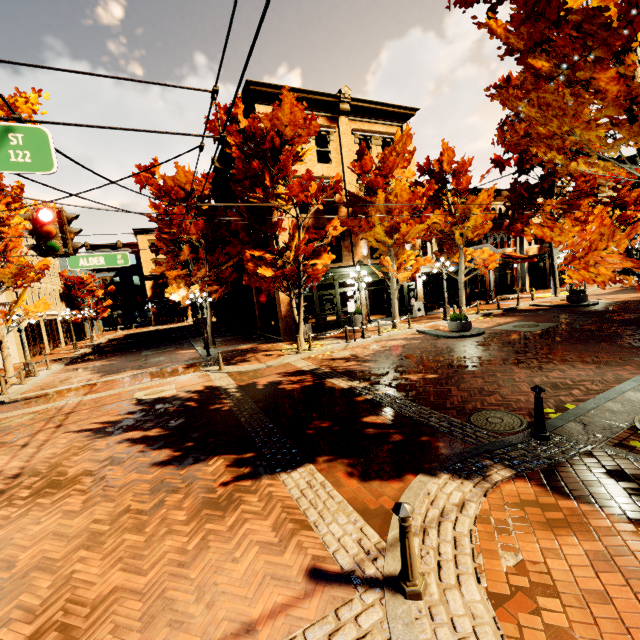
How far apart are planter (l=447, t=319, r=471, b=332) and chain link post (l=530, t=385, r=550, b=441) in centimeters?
957cm

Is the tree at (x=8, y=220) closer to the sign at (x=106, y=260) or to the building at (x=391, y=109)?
the building at (x=391, y=109)

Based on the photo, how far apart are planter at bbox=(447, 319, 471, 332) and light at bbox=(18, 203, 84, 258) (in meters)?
13.68

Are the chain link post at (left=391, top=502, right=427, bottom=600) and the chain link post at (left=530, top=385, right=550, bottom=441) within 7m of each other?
yes

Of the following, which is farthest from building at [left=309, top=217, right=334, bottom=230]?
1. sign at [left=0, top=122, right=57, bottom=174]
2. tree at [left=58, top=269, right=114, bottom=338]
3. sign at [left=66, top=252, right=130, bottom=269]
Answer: sign at [left=0, top=122, right=57, bottom=174]

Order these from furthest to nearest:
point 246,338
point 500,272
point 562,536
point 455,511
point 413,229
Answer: point 500,272 < point 246,338 < point 413,229 < point 455,511 < point 562,536

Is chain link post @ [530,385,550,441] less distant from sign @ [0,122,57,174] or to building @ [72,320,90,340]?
sign @ [0,122,57,174]

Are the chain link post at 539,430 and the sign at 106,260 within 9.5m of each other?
no
